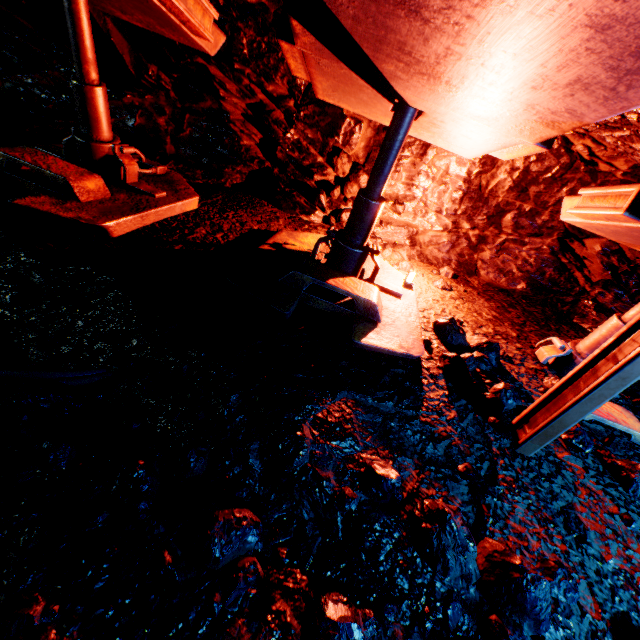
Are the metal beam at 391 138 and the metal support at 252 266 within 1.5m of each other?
yes

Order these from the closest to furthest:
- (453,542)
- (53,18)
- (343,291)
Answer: (453,542), (343,291), (53,18)

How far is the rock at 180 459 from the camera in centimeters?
147cm

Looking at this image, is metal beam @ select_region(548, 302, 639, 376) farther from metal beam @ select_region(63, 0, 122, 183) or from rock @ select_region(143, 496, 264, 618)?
metal beam @ select_region(63, 0, 122, 183)

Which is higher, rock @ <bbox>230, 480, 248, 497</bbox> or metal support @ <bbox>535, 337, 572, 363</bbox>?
metal support @ <bbox>535, 337, 572, 363</bbox>

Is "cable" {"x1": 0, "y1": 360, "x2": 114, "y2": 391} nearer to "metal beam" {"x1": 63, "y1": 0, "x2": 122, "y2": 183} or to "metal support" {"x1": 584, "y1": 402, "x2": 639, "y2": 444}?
"metal beam" {"x1": 63, "y1": 0, "x2": 122, "y2": 183}

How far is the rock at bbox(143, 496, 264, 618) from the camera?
1.16m
